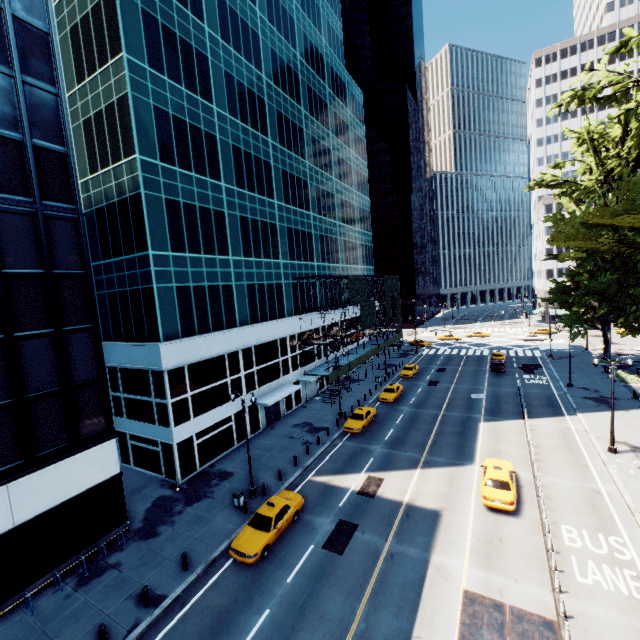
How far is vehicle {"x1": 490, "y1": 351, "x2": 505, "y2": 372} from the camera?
45.7 meters

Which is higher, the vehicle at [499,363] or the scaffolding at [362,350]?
the scaffolding at [362,350]

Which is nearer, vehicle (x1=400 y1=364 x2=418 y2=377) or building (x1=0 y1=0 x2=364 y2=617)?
building (x1=0 y1=0 x2=364 y2=617)

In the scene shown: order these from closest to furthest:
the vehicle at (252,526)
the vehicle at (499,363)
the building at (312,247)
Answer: the building at (312,247) < the vehicle at (252,526) < the vehicle at (499,363)

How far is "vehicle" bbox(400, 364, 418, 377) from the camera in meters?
47.0

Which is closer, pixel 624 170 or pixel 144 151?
pixel 624 170

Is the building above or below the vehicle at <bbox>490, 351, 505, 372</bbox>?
above

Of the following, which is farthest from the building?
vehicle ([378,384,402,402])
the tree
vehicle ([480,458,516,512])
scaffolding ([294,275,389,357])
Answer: the tree
